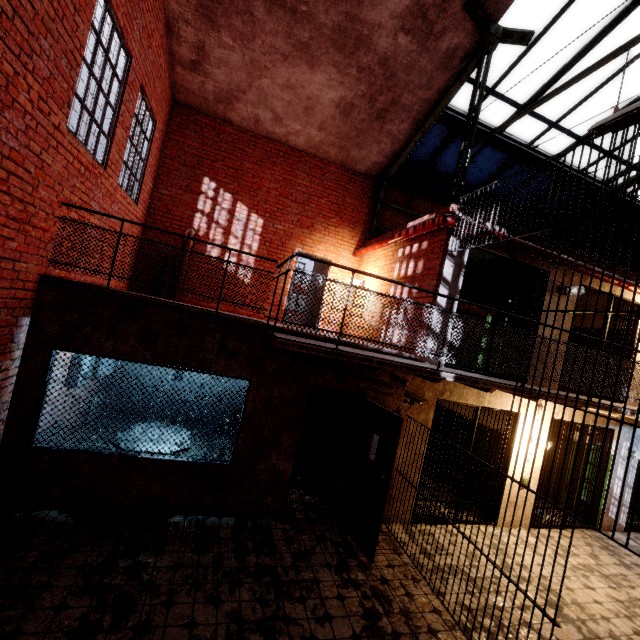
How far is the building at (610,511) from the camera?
7.5m

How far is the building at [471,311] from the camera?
8.0 meters

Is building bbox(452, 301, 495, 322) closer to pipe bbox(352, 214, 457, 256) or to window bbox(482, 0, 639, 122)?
pipe bbox(352, 214, 457, 256)

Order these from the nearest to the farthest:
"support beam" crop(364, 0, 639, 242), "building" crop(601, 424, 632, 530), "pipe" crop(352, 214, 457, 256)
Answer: "support beam" crop(364, 0, 639, 242) → "pipe" crop(352, 214, 457, 256) → "building" crop(601, 424, 632, 530)

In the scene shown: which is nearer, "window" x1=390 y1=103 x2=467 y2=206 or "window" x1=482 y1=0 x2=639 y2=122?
"window" x1=482 y1=0 x2=639 y2=122

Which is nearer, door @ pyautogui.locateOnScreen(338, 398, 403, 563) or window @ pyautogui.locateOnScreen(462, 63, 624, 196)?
door @ pyautogui.locateOnScreen(338, 398, 403, 563)

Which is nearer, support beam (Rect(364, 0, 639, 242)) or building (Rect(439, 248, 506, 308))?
support beam (Rect(364, 0, 639, 242))

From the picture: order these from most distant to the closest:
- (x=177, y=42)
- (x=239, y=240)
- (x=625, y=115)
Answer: (x=239, y=240), (x=177, y=42), (x=625, y=115)
